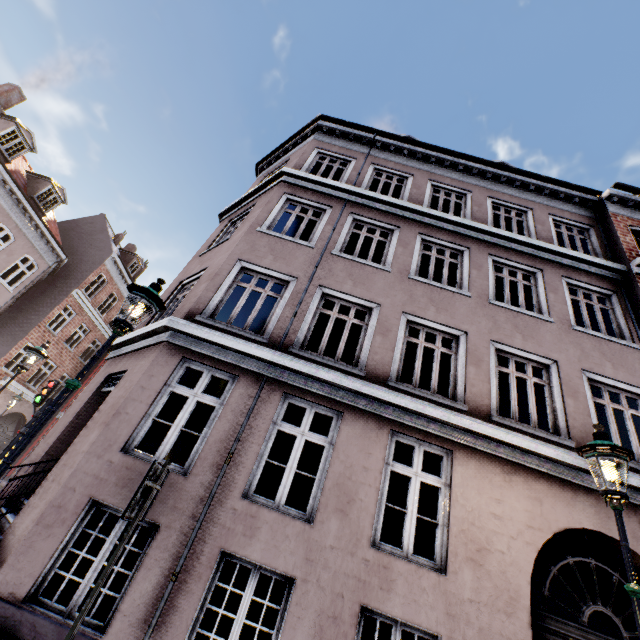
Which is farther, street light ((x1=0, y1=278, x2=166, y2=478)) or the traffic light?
the traffic light

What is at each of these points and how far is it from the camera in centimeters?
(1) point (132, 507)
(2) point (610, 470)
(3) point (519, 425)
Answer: (1) sign, 284cm
(2) street light, 363cm
(3) building, 593cm

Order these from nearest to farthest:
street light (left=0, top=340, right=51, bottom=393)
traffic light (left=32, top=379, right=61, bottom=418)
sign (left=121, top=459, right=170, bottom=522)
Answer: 1. sign (left=121, top=459, right=170, bottom=522)
2. street light (left=0, top=340, right=51, bottom=393)
3. traffic light (left=32, top=379, right=61, bottom=418)

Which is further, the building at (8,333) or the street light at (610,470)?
the building at (8,333)

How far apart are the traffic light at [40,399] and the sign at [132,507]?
8.12m

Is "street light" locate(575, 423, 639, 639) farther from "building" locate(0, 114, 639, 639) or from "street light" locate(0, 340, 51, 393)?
"street light" locate(0, 340, 51, 393)
